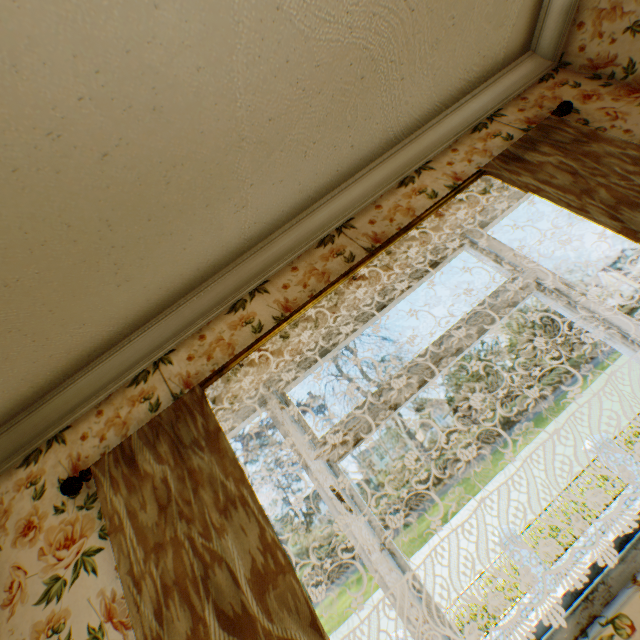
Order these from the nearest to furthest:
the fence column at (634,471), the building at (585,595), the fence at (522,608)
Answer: the building at (585,595), the fence at (522,608), the fence column at (634,471)

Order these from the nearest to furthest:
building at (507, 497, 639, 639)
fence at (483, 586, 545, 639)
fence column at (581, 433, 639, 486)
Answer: building at (507, 497, 639, 639) < fence at (483, 586, 545, 639) < fence column at (581, 433, 639, 486)

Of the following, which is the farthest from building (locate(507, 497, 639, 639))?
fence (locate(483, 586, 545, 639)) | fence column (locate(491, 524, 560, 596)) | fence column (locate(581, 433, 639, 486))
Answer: fence column (locate(581, 433, 639, 486))

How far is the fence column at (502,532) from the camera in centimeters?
1129cm

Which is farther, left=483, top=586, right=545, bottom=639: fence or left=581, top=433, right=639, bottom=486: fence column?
left=581, top=433, right=639, bottom=486: fence column

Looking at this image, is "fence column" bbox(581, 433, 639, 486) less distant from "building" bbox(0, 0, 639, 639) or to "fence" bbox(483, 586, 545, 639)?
"fence" bbox(483, 586, 545, 639)

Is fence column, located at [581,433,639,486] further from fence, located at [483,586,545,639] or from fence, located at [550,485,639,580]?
Answer: fence, located at [483,586,545,639]

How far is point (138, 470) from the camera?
1.75m
